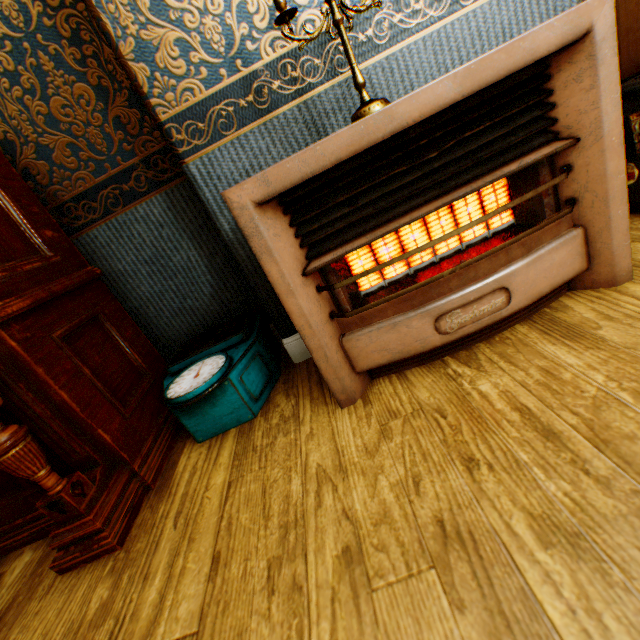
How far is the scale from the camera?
1.43m

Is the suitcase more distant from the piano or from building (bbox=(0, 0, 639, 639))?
the piano

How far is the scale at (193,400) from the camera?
1.43m

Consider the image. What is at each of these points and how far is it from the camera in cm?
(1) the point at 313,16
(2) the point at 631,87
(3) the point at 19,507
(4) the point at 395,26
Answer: (1) building, 124
(2) suitcase, 134
(3) piano, 143
(4) building, 127

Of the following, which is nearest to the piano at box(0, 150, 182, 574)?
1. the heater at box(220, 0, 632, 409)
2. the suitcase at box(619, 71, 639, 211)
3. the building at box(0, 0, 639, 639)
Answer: the building at box(0, 0, 639, 639)

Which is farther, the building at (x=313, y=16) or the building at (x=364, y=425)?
the building at (x=313, y=16)

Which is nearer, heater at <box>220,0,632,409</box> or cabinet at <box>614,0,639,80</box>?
heater at <box>220,0,632,409</box>

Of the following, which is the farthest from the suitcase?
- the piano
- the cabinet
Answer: the piano
